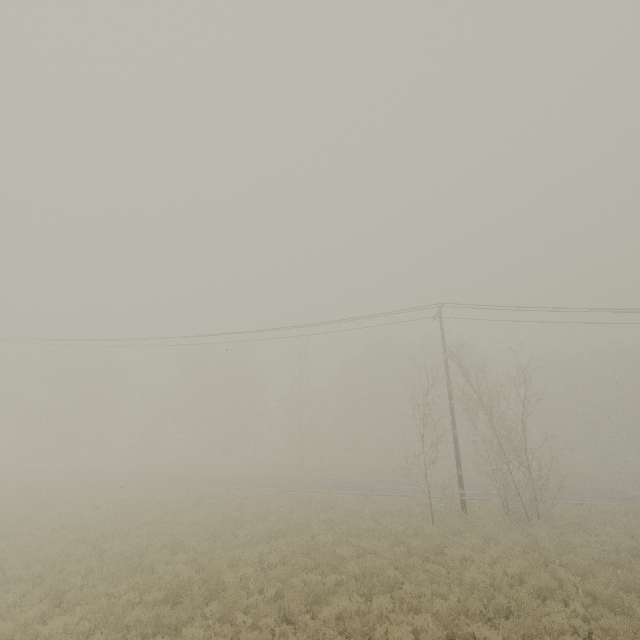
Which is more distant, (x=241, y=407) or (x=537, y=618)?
(x=241, y=407)
